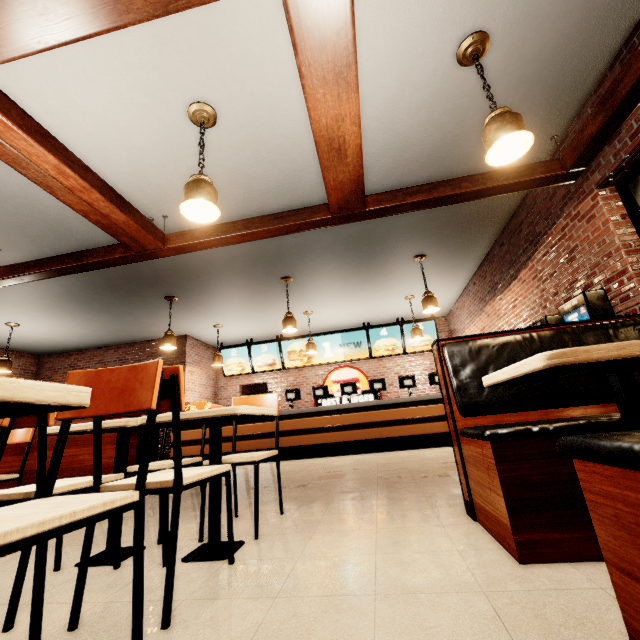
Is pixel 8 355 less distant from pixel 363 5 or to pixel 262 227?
pixel 262 227
